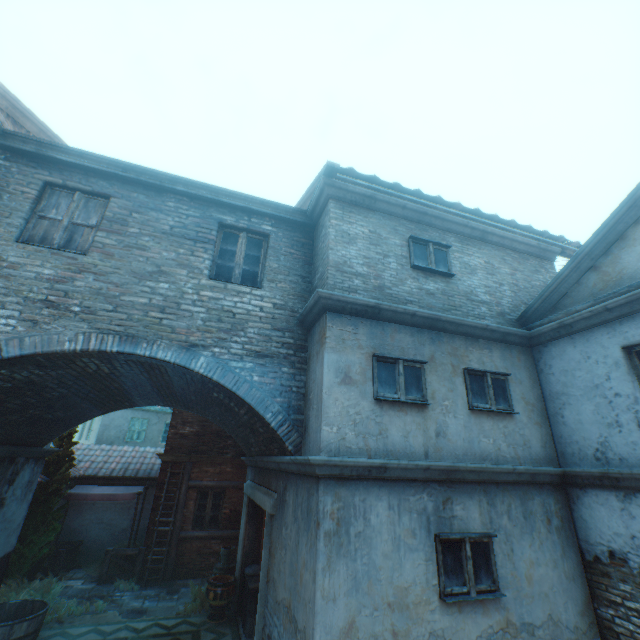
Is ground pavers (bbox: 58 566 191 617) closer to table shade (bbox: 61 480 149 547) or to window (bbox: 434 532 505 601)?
table shade (bbox: 61 480 149 547)

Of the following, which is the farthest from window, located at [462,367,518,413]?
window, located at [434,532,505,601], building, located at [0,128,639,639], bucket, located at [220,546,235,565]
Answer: bucket, located at [220,546,235,565]

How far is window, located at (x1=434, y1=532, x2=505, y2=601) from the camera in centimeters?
434cm

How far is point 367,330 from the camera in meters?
5.5 m

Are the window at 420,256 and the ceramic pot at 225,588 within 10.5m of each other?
yes

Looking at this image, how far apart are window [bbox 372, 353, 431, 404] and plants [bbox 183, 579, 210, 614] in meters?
8.3 m

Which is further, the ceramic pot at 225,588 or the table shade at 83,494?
the table shade at 83,494

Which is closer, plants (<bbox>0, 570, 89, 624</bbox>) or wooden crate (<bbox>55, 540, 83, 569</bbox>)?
plants (<bbox>0, 570, 89, 624</bbox>)
